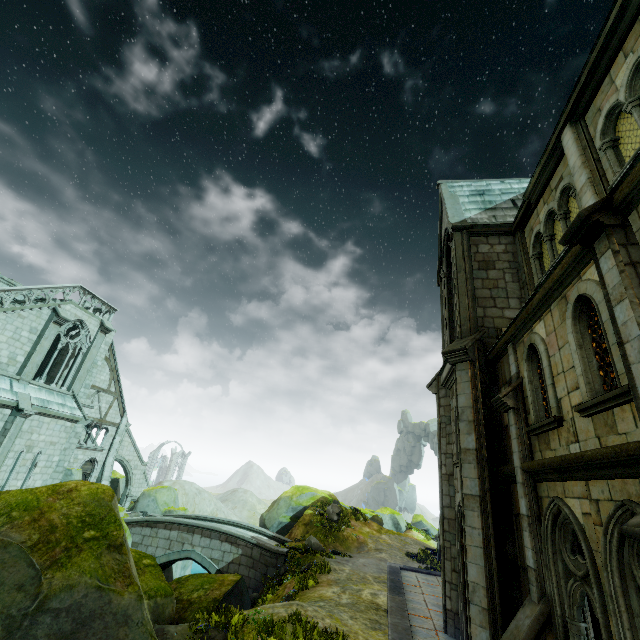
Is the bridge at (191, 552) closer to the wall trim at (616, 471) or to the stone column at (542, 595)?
the stone column at (542, 595)

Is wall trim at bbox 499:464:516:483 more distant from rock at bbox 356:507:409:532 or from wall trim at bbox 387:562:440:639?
rock at bbox 356:507:409:532

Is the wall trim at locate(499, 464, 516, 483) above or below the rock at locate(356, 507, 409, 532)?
above

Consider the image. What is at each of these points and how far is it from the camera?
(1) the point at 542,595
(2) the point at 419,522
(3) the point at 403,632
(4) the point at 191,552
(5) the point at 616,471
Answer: (1) stone column, 6.65m
(2) rock, 43.06m
(3) wall trim, 9.92m
(4) bridge, 19.83m
(5) wall trim, 4.80m

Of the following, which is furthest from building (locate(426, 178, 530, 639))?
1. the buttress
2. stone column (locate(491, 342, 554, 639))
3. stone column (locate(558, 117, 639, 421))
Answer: stone column (locate(558, 117, 639, 421))

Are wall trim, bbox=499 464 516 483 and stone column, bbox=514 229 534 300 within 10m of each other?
yes

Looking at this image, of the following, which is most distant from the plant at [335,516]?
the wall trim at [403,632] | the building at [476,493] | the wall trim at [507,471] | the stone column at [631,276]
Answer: the stone column at [631,276]
